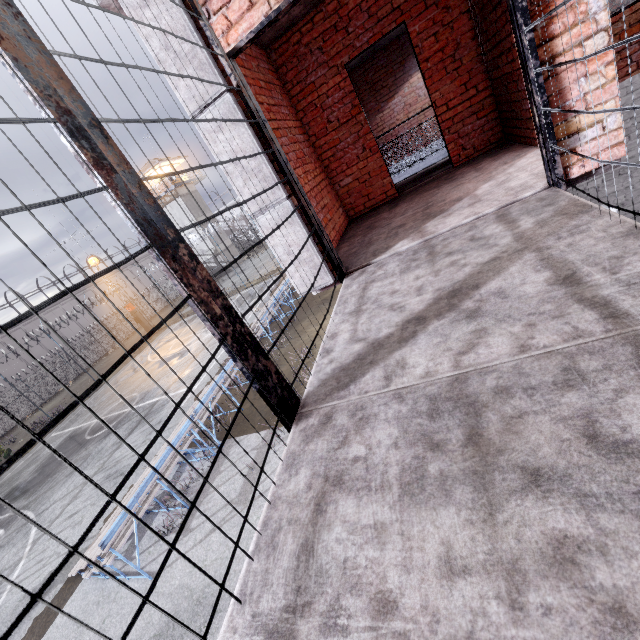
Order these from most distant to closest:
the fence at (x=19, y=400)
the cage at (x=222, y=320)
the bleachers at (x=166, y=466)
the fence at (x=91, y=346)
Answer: the fence at (x=91, y=346)
the fence at (x=19, y=400)
the bleachers at (x=166, y=466)
the cage at (x=222, y=320)

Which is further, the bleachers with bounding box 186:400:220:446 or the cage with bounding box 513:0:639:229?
the bleachers with bounding box 186:400:220:446

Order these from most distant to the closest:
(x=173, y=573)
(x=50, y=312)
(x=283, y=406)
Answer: (x=50, y=312) < (x=173, y=573) < (x=283, y=406)

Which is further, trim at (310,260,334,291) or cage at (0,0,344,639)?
trim at (310,260,334,291)

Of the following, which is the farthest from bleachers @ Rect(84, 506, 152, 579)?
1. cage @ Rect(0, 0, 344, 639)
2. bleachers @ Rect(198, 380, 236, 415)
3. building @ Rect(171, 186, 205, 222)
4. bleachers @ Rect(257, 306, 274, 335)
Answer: building @ Rect(171, 186, 205, 222)

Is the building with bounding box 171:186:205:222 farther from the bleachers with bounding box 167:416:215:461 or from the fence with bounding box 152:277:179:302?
the bleachers with bounding box 167:416:215:461

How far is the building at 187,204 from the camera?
38.99m

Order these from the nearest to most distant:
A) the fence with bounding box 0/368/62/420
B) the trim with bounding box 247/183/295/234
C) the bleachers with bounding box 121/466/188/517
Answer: the trim with bounding box 247/183/295/234
the bleachers with bounding box 121/466/188/517
the fence with bounding box 0/368/62/420
